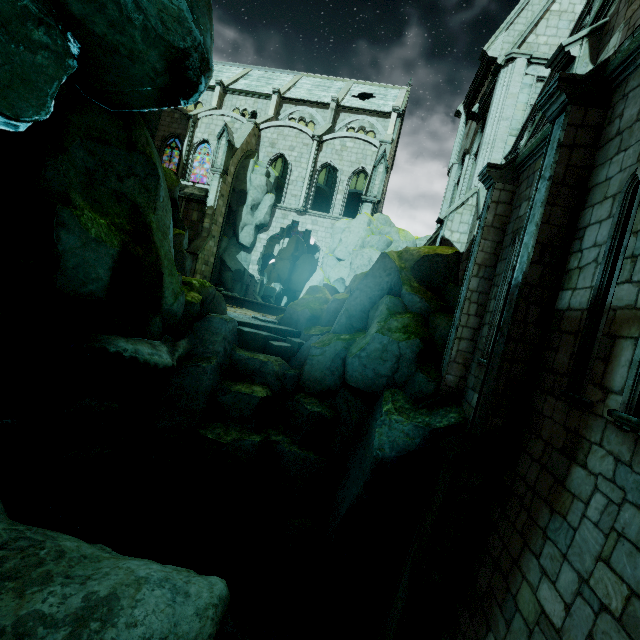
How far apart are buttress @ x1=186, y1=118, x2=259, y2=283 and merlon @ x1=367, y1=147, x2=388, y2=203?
11.0m

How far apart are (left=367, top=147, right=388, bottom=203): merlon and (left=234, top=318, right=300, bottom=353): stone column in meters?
13.4 m

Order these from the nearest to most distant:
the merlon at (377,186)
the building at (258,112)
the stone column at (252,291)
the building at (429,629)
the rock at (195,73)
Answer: the building at (429,629) < the rock at (195,73) < the merlon at (377,186) < the building at (258,112) < the stone column at (252,291)

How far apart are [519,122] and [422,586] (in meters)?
15.74

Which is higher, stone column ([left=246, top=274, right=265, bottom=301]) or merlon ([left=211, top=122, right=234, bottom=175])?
merlon ([left=211, top=122, right=234, bottom=175])

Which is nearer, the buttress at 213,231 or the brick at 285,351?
the brick at 285,351

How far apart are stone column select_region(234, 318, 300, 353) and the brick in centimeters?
1cm

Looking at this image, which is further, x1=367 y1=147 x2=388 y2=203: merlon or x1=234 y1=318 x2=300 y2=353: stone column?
x1=367 y1=147 x2=388 y2=203: merlon
